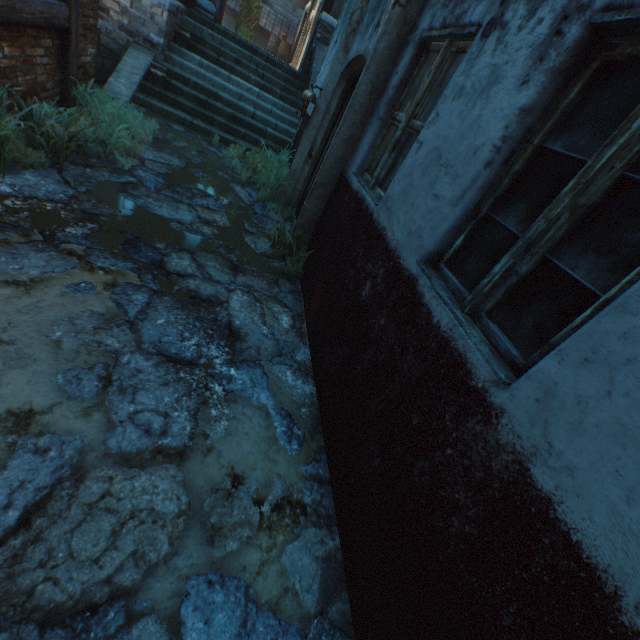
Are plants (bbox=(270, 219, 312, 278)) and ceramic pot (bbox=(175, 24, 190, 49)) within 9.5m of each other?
yes

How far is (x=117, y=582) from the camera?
1.5m

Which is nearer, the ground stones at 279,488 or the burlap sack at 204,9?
the ground stones at 279,488

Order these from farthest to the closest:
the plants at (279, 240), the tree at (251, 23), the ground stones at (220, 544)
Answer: the tree at (251, 23) → the plants at (279, 240) → the ground stones at (220, 544)

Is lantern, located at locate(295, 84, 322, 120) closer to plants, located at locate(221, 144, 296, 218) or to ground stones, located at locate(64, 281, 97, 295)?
plants, located at locate(221, 144, 296, 218)

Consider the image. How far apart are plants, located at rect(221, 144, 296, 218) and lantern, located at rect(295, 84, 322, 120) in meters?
1.0

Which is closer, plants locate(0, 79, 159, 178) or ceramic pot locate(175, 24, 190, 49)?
plants locate(0, 79, 159, 178)

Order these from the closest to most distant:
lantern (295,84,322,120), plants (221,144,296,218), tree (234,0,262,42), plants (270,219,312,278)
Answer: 1. plants (270,219,312,278)
2. lantern (295,84,322,120)
3. plants (221,144,296,218)
4. tree (234,0,262,42)
